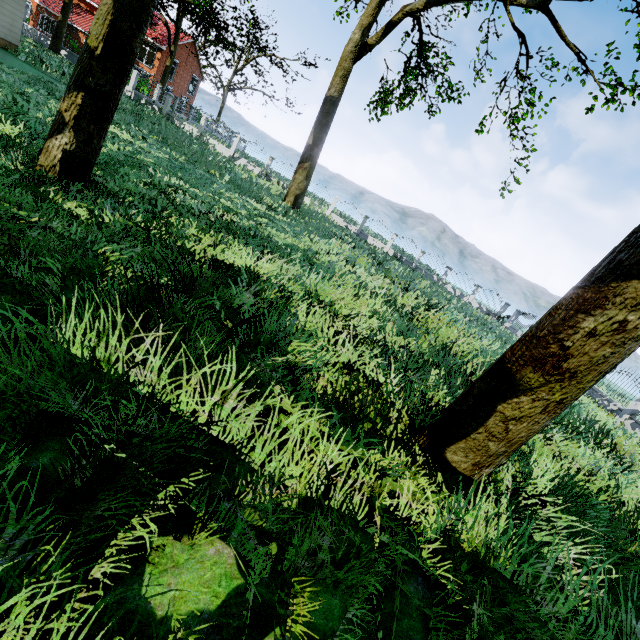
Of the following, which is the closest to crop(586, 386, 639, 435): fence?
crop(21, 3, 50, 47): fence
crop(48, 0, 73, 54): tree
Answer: crop(48, 0, 73, 54): tree

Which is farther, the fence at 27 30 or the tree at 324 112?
the fence at 27 30

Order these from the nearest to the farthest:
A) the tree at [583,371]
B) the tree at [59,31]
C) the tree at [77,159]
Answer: the tree at [583,371] < the tree at [77,159] < the tree at [59,31]

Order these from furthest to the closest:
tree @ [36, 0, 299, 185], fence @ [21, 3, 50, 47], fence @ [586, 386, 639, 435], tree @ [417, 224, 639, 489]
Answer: fence @ [21, 3, 50, 47], fence @ [586, 386, 639, 435], tree @ [36, 0, 299, 185], tree @ [417, 224, 639, 489]

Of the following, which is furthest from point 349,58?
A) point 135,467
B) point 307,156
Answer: point 135,467

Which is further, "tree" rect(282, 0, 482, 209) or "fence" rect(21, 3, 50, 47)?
"fence" rect(21, 3, 50, 47)

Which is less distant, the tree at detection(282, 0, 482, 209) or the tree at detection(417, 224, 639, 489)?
the tree at detection(417, 224, 639, 489)
